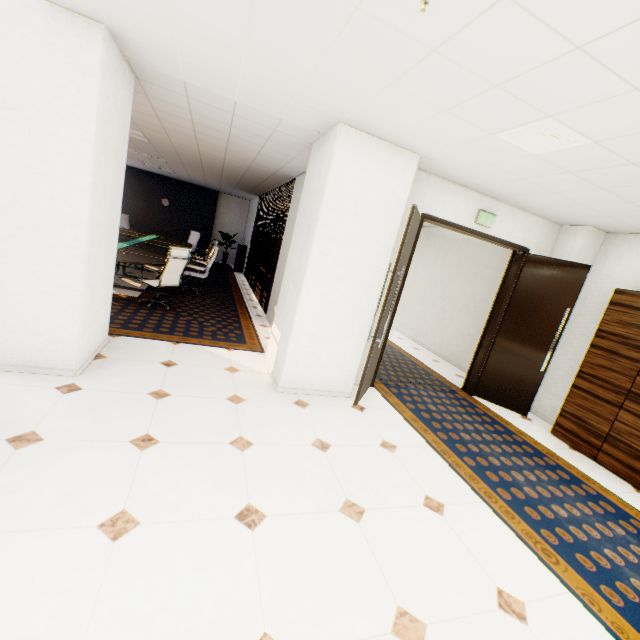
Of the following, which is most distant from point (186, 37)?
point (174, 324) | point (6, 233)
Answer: point (174, 324)

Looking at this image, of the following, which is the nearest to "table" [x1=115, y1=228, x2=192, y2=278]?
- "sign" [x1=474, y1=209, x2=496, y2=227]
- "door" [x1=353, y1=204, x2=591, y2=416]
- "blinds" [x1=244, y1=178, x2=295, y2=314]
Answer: "blinds" [x1=244, y1=178, x2=295, y2=314]

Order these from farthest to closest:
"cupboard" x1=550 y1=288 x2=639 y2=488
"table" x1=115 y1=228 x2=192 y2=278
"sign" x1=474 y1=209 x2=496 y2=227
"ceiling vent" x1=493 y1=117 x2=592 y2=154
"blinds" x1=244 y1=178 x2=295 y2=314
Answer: "blinds" x1=244 y1=178 x2=295 y2=314
"table" x1=115 y1=228 x2=192 y2=278
"sign" x1=474 y1=209 x2=496 y2=227
"cupboard" x1=550 y1=288 x2=639 y2=488
"ceiling vent" x1=493 y1=117 x2=592 y2=154

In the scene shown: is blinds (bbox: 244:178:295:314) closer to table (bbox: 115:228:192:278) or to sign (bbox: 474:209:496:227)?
table (bbox: 115:228:192:278)

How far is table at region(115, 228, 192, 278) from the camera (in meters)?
5.88

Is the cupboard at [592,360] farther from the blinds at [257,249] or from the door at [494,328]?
the blinds at [257,249]

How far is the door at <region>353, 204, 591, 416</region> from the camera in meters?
3.9 m

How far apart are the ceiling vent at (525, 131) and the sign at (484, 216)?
1.65m
